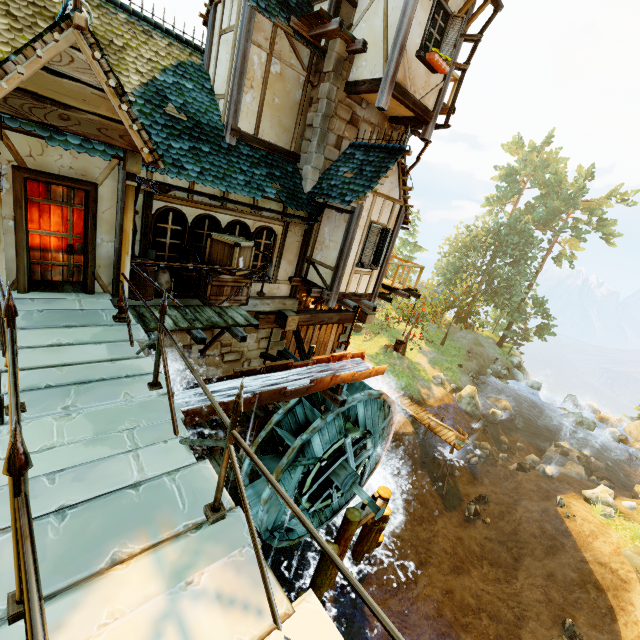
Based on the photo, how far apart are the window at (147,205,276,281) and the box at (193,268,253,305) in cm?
1

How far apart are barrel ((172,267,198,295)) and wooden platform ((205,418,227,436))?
3.8 meters

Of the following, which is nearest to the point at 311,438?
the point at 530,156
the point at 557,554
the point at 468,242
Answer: the point at 557,554

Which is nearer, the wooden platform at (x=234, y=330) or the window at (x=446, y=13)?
the wooden platform at (x=234, y=330)

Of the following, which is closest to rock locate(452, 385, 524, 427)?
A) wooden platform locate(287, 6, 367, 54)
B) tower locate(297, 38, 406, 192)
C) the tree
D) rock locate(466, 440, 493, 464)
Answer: rock locate(466, 440, 493, 464)

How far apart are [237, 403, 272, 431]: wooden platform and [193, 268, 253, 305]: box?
3.63m

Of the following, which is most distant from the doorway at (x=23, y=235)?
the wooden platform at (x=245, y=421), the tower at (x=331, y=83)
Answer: the tower at (x=331, y=83)

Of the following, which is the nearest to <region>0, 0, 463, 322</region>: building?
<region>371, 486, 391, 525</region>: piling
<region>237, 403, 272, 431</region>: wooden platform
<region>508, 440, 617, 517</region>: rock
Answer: <region>237, 403, 272, 431</region>: wooden platform
